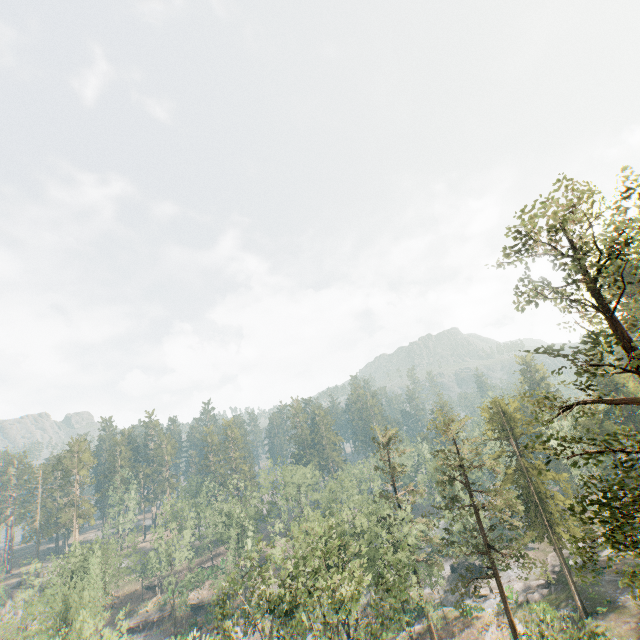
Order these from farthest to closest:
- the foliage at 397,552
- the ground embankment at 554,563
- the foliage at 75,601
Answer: the ground embankment at 554,563, the foliage at 75,601, the foliage at 397,552

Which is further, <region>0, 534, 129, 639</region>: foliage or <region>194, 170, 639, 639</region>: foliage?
<region>0, 534, 129, 639</region>: foliage

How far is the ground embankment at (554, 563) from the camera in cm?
4463

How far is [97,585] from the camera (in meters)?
46.59

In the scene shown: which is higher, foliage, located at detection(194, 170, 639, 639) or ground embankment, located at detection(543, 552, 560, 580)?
foliage, located at detection(194, 170, 639, 639)

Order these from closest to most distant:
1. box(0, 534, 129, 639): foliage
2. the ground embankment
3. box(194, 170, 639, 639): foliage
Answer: box(194, 170, 639, 639): foliage < box(0, 534, 129, 639): foliage < the ground embankment

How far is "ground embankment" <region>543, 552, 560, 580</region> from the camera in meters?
44.6
